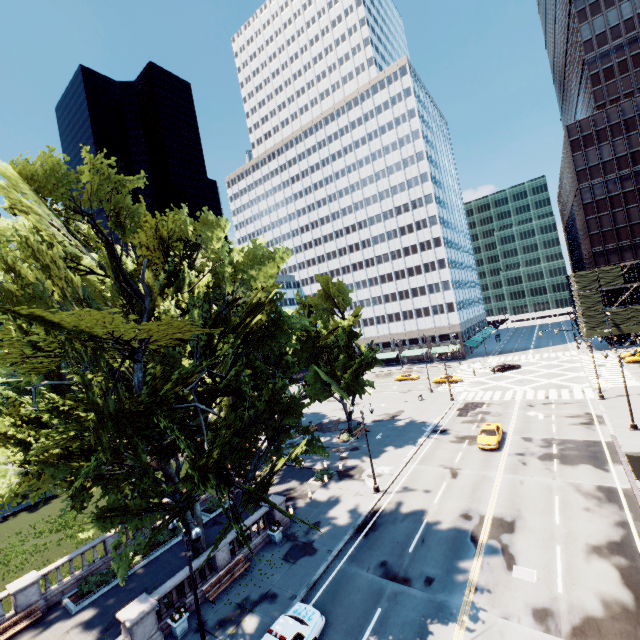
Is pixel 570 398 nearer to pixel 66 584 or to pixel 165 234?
pixel 165 234

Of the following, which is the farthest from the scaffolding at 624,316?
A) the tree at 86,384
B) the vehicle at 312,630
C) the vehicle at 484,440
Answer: the vehicle at 312,630

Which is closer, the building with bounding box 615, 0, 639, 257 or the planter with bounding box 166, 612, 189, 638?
the planter with bounding box 166, 612, 189, 638

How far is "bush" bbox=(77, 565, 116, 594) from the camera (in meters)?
21.33

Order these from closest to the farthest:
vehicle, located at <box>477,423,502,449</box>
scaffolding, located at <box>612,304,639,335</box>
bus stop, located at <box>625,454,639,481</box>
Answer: bus stop, located at <box>625,454,639,481</box> < vehicle, located at <box>477,423,502,449</box> < scaffolding, located at <box>612,304,639,335</box>

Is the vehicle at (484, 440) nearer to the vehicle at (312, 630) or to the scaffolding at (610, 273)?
the vehicle at (312, 630)

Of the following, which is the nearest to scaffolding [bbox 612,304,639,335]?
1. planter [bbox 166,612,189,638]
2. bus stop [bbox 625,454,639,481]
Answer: bus stop [bbox 625,454,639,481]

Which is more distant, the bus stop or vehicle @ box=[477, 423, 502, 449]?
vehicle @ box=[477, 423, 502, 449]
